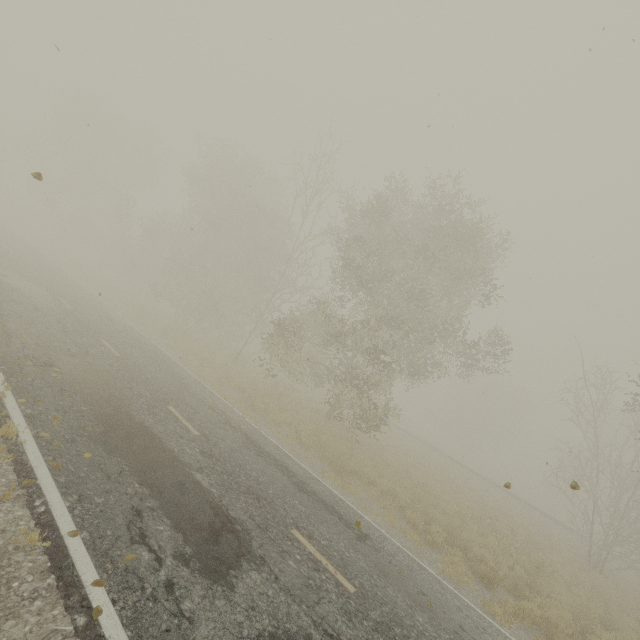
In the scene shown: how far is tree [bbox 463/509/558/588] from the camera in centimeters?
1185cm

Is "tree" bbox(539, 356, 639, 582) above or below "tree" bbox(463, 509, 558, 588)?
above

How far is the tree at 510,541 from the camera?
11.9 meters

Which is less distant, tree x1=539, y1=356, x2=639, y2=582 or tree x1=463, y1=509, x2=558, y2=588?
tree x1=463, y1=509, x2=558, y2=588

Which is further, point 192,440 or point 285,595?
point 192,440

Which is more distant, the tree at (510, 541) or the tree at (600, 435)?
the tree at (600, 435)
